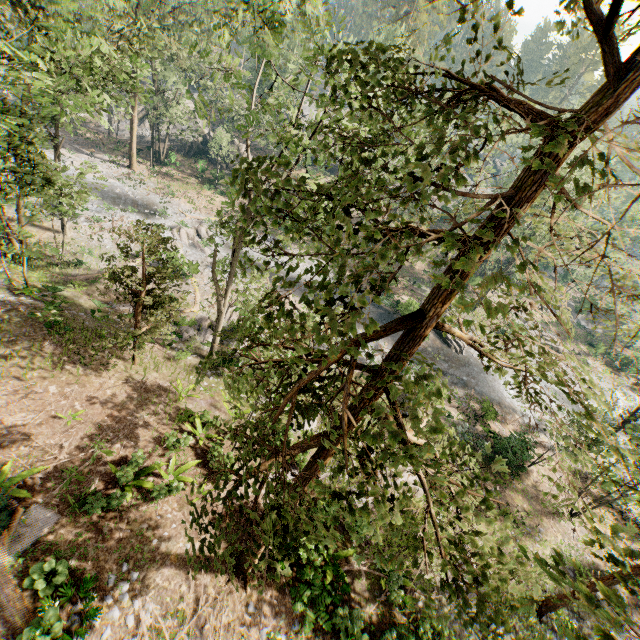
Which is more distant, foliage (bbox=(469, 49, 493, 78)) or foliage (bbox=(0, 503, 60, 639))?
foliage (bbox=(0, 503, 60, 639))

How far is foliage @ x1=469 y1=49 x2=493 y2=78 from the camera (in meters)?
3.62

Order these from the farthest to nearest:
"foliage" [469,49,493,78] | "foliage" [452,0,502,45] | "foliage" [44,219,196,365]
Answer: "foliage" [44,219,196,365], "foliage" [469,49,493,78], "foliage" [452,0,502,45]

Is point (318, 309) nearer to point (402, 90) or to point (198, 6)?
point (402, 90)

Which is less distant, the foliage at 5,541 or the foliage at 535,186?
the foliage at 535,186

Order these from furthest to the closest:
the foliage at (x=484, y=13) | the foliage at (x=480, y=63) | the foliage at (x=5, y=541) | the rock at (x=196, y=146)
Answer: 1. the rock at (x=196, y=146)
2. the foliage at (x=5, y=541)
3. the foliage at (x=480, y=63)
4. the foliage at (x=484, y=13)
